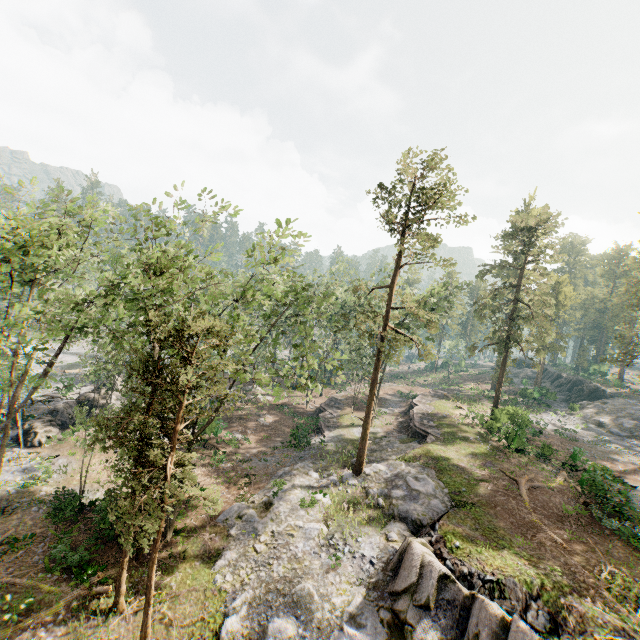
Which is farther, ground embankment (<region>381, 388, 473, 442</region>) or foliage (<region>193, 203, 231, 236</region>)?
ground embankment (<region>381, 388, 473, 442</region>)

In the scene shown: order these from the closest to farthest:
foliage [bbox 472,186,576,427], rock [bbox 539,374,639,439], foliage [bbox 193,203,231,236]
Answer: foliage [bbox 193,203,231,236] → foliage [bbox 472,186,576,427] → rock [bbox 539,374,639,439]

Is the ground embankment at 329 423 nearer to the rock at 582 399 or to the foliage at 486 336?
the foliage at 486 336

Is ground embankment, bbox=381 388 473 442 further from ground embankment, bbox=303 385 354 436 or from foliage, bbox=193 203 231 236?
ground embankment, bbox=303 385 354 436

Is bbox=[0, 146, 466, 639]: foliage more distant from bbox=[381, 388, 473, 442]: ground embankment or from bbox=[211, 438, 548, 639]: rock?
bbox=[381, 388, 473, 442]: ground embankment

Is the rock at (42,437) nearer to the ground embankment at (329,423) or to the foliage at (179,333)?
the foliage at (179,333)

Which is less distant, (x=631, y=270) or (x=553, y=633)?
(x=553, y=633)

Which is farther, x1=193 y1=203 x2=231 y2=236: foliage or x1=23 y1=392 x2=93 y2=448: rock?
x1=23 y1=392 x2=93 y2=448: rock
